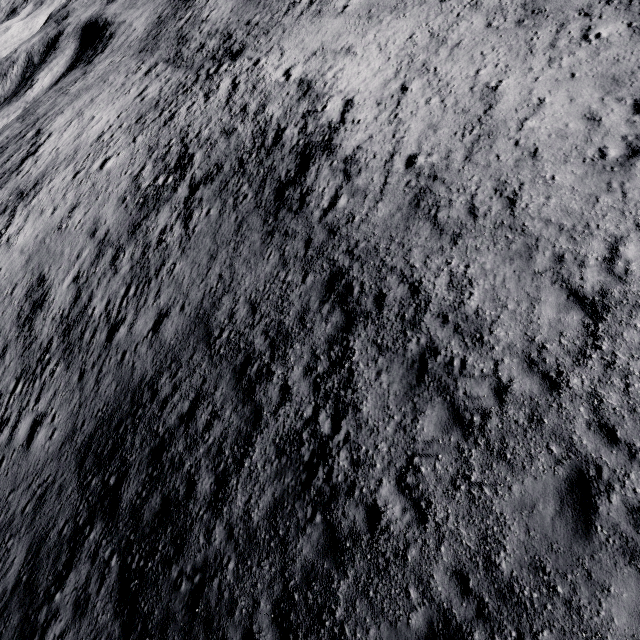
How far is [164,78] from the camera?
30.41m
